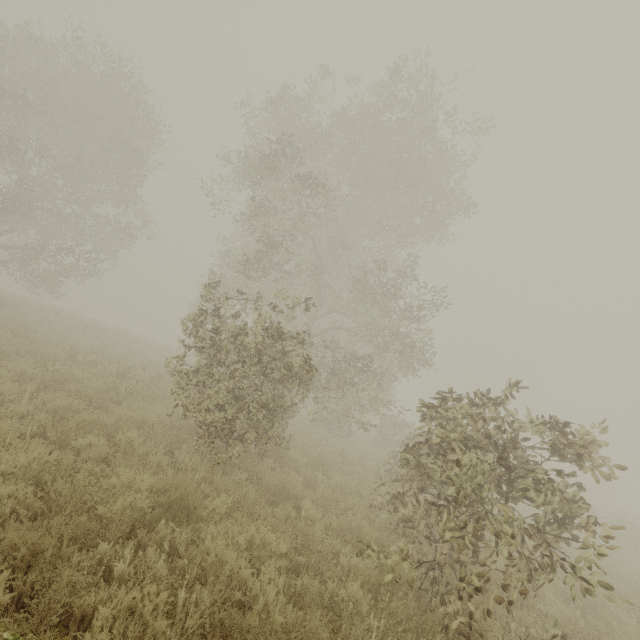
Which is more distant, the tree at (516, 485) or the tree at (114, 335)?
the tree at (114, 335)

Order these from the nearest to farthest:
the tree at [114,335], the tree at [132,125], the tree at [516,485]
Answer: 1. the tree at [516,485]
2. the tree at [132,125]
3. the tree at [114,335]

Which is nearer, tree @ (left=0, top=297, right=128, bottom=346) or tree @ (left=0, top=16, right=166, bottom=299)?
tree @ (left=0, top=16, right=166, bottom=299)

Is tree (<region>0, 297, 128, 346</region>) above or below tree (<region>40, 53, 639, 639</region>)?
below

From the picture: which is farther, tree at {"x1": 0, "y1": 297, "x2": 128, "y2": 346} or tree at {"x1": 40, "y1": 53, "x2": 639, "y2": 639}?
tree at {"x1": 0, "y1": 297, "x2": 128, "y2": 346}

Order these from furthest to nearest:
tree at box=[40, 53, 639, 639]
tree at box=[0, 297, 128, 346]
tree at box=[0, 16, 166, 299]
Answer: tree at box=[0, 297, 128, 346], tree at box=[0, 16, 166, 299], tree at box=[40, 53, 639, 639]

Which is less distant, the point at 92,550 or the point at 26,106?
the point at 92,550
